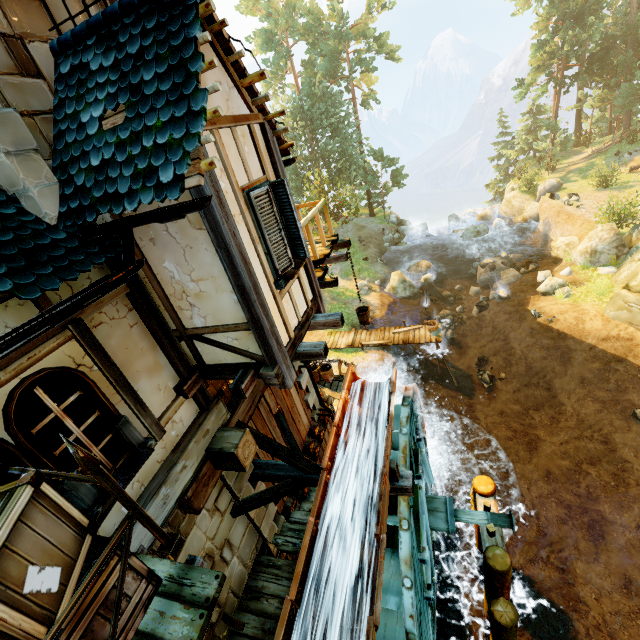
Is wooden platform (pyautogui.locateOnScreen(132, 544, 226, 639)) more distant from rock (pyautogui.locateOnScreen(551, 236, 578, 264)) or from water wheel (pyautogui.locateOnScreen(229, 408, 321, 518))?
rock (pyautogui.locateOnScreen(551, 236, 578, 264))

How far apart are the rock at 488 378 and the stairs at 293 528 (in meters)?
13.49

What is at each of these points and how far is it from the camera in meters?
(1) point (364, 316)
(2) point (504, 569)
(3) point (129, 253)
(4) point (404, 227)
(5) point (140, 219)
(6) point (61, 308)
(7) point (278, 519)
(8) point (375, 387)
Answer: (1) bucket, 9.1 m
(2) piling, 6.8 m
(3) drain pipe, 3.7 m
(4) rock, 36.0 m
(5) gutter, 3.3 m
(6) gutter, 3.0 m
(7) tower, 7.4 m
(8) drain, 7.5 m

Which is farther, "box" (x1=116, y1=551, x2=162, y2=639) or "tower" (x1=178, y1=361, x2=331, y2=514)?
"tower" (x1=178, y1=361, x2=331, y2=514)

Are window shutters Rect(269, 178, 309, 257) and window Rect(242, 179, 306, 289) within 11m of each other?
yes

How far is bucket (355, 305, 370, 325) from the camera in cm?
A: 904

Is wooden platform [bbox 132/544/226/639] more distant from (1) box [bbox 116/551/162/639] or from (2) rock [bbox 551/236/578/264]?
(2) rock [bbox 551/236/578/264]

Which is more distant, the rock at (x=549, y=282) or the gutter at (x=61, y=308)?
the rock at (x=549, y=282)
